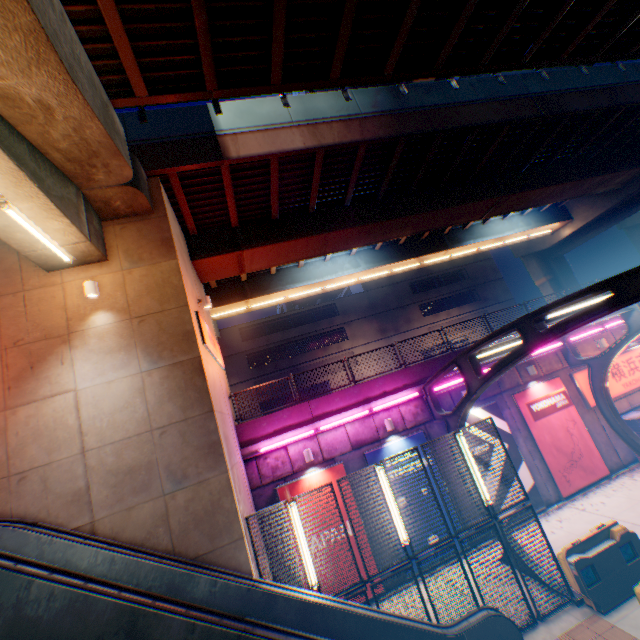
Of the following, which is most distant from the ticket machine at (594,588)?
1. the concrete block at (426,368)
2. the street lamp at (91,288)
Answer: the street lamp at (91,288)

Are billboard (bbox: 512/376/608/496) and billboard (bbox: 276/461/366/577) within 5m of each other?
no

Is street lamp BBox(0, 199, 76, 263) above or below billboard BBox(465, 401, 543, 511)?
above

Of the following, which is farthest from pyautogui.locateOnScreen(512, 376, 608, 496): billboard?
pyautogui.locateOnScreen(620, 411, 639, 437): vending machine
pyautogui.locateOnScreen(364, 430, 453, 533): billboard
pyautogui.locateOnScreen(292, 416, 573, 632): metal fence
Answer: pyautogui.locateOnScreen(364, 430, 453, 533): billboard

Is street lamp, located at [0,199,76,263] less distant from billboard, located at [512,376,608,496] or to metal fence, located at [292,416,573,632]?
metal fence, located at [292,416,573,632]

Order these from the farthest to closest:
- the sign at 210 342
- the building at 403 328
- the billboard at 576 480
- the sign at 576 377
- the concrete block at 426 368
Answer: the building at 403 328 < the sign at 576 377 < the billboard at 576 480 < the concrete block at 426 368 < the sign at 210 342

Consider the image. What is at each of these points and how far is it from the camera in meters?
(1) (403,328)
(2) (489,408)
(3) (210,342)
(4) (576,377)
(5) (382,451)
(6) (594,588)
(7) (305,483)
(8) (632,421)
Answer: (1) building, 37.3 m
(2) billboard, 13.7 m
(3) sign, 10.8 m
(4) sign, 14.7 m
(5) billboard, 12.5 m
(6) ticket machine, 7.8 m
(7) billboard, 11.8 m
(8) vending machine, 13.8 m

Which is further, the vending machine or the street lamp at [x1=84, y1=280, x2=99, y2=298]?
the vending machine
